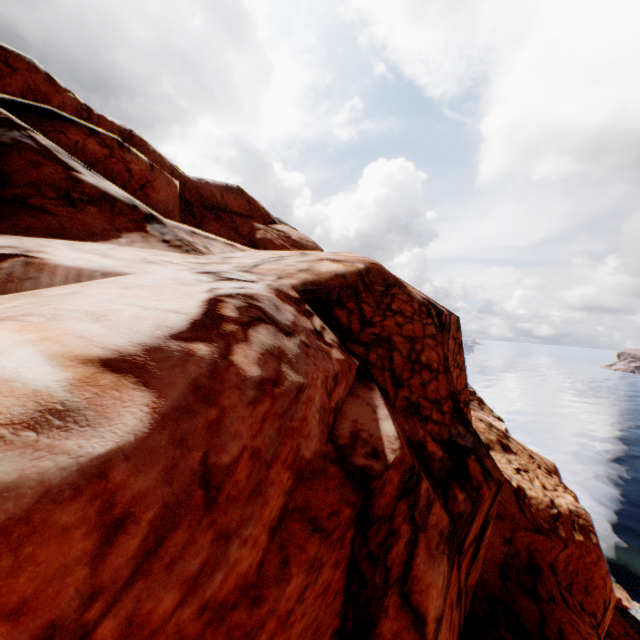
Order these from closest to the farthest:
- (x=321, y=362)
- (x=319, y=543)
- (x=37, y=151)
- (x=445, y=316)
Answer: (x=319, y=543)
(x=321, y=362)
(x=37, y=151)
(x=445, y=316)
